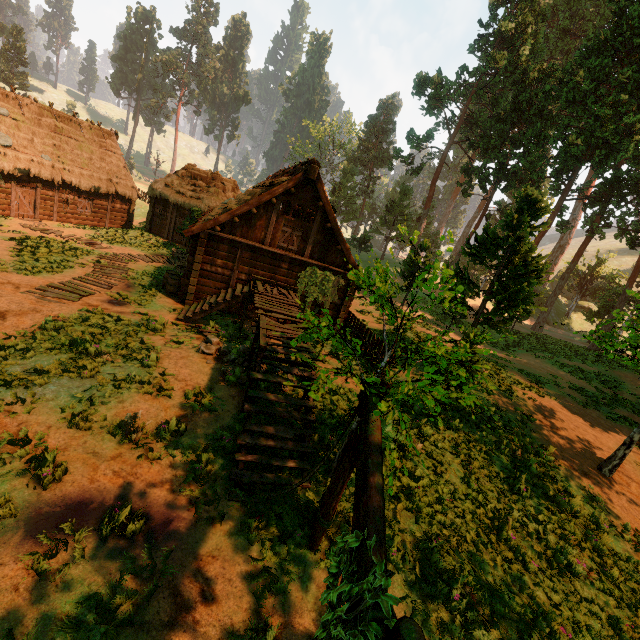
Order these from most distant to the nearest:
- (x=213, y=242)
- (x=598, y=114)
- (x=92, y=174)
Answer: (x=92, y=174), (x=598, y=114), (x=213, y=242)

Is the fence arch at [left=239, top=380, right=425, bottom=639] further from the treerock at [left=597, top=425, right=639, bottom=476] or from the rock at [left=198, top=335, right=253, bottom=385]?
the rock at [left=198, top=335, right=253, bottom=385]

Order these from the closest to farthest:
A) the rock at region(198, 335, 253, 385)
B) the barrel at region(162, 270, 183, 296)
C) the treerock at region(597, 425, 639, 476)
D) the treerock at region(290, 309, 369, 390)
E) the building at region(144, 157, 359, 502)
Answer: the treerock at region(290, 309, 369, 390)
the building at region(144, 157, 359, 502)
the rock at region(198, 335, 253, 385)
the treerock at region(597, 425, 639, 476)
the barrel at region(162, 270, 183, 296)

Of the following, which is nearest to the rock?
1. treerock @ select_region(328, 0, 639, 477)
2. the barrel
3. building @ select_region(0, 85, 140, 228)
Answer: building @ select_region(0, 85, 140, 228)

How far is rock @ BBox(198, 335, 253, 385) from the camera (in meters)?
9.61

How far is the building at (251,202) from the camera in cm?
738

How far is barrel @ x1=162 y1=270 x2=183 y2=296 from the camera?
15.5 meters

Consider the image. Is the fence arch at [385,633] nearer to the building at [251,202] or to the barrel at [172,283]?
the building at [251,202]
